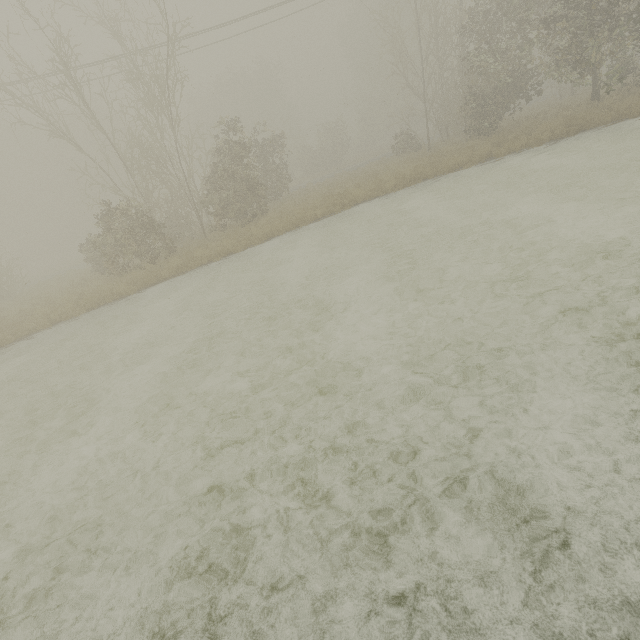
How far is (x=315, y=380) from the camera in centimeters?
556cm
